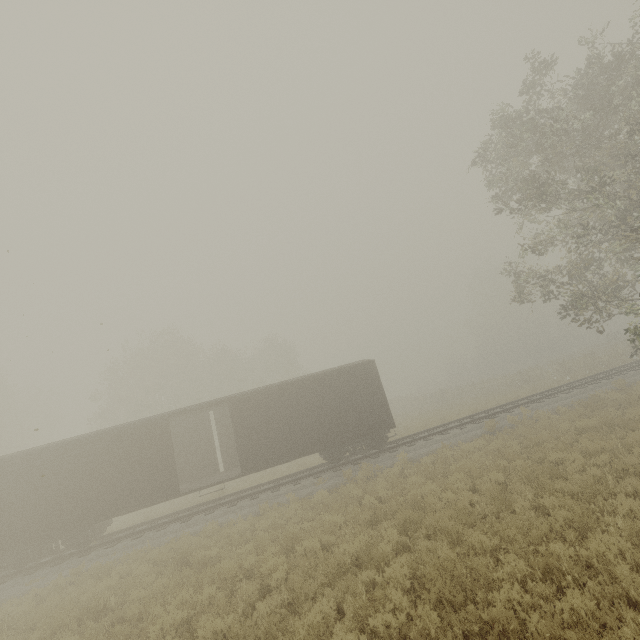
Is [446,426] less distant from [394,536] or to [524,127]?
[394,536]

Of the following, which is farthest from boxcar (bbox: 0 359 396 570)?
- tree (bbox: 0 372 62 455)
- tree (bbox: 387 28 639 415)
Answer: tree (bbox: 0 372 62 455)

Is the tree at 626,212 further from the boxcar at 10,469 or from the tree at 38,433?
the tree at 38,433

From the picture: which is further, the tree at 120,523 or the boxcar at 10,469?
the tree at 120,523

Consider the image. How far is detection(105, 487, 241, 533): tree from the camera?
18.2 meters

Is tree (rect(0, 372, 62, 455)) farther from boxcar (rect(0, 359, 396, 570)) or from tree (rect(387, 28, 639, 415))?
boxcar (rect(0, 359, 396, 570))
